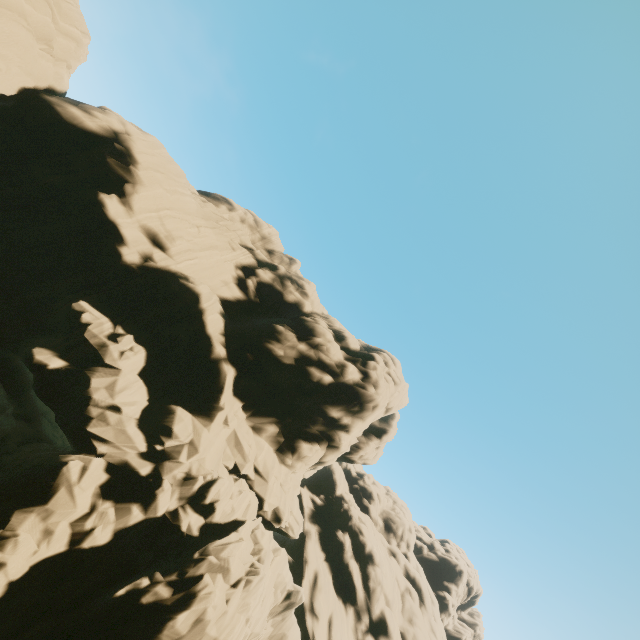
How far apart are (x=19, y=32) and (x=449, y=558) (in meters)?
82.35
